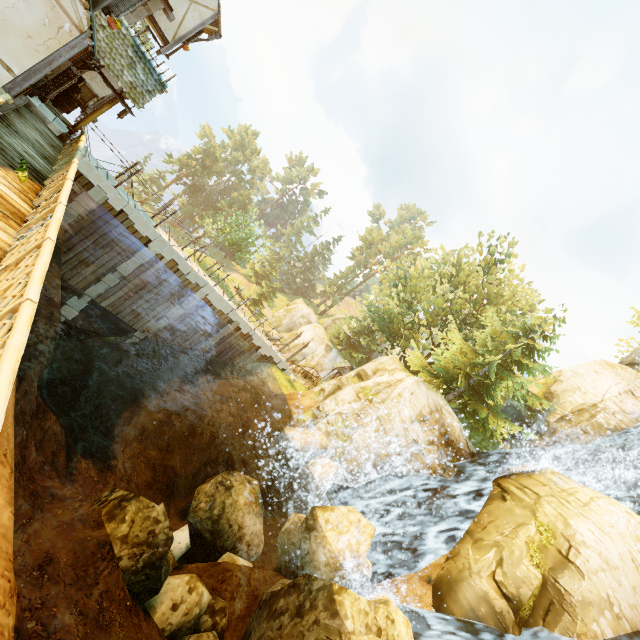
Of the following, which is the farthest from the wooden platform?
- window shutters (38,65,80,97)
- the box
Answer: the box

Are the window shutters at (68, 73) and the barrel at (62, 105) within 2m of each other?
no

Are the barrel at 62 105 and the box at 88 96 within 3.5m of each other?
yes

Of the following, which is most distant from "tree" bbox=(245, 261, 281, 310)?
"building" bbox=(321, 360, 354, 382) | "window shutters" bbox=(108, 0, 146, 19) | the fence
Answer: "window shutters" bbox=(108, 0, 146, 19)

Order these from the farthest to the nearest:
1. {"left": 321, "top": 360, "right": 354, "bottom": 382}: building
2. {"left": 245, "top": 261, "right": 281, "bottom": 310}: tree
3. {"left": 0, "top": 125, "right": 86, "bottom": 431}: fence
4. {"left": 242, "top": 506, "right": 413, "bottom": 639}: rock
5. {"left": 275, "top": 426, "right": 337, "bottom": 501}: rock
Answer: {"left": 245, "top": 261, "right": 281, "bottom": 310}: tree → {"left": 321, "top": 360, "right": 354, "bottom": 382}: building → {"left": 275, "top": 426, "right": 337, "bottom": 501}: rock → {"left": 242, "top": 506, "right": 413, "bottom": 639}: rock → {"left": 0, "top": 125, "right": 86, "bottom": 431}: fence

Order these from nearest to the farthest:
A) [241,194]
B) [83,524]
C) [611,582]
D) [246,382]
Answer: [83,524]
[611,582]
[246,382]
[241,194]

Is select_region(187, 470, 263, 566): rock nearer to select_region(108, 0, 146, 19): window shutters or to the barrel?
select_region(108, 0, 146, 19): window shutters

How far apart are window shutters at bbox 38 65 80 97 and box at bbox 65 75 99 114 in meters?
5.3 m
